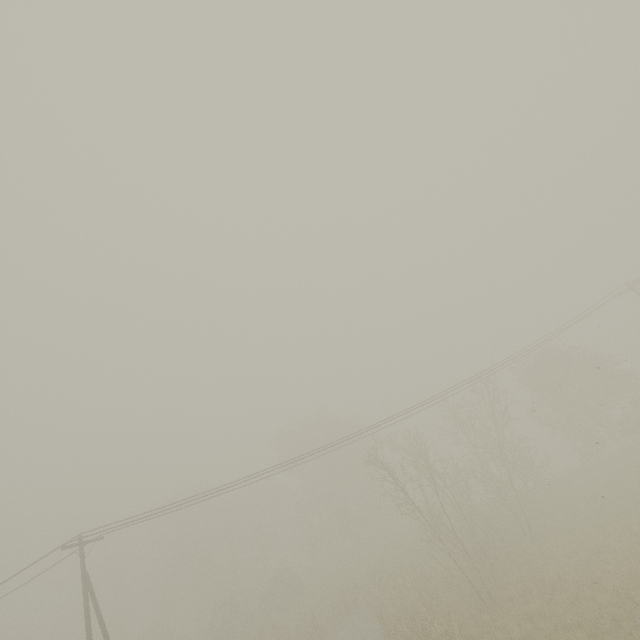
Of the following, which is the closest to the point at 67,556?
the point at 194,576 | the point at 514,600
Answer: the point at 514,600
